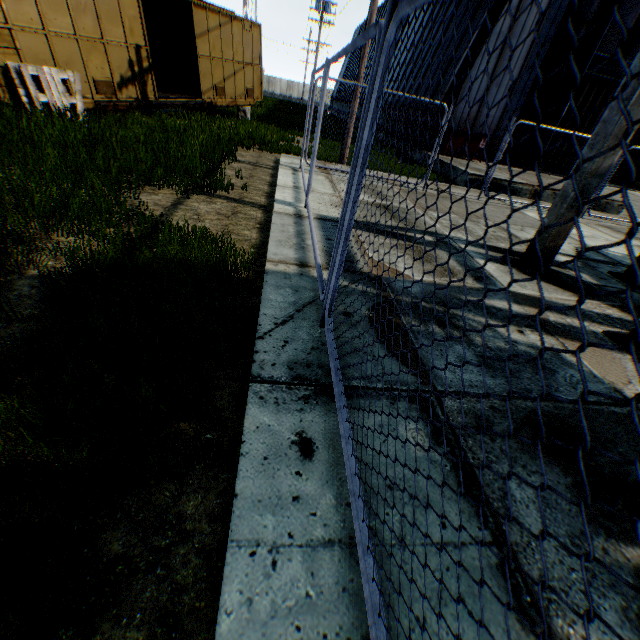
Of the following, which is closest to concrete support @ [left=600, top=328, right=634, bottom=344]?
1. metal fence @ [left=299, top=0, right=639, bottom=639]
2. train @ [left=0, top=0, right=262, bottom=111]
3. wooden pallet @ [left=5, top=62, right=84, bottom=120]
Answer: metal fence @ [left=299, top=0, right=639, bottom=639]

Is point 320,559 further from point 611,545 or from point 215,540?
point 611,545

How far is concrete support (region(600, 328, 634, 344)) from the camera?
3.7m

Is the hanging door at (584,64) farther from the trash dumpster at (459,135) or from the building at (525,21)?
the trash dumpster at (459,135)

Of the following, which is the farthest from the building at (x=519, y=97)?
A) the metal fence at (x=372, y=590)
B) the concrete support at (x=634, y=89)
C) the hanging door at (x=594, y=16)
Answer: the concrete support at (x=634, y=89)

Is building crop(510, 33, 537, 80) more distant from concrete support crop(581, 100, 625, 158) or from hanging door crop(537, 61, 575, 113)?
concrete support crop(581, 100, 625, 158)

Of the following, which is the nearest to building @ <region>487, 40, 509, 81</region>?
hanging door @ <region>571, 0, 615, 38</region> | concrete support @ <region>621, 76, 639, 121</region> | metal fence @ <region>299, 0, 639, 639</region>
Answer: hanging door @ <region>571, 0, 615, 38</region>

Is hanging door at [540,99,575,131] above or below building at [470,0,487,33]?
below
